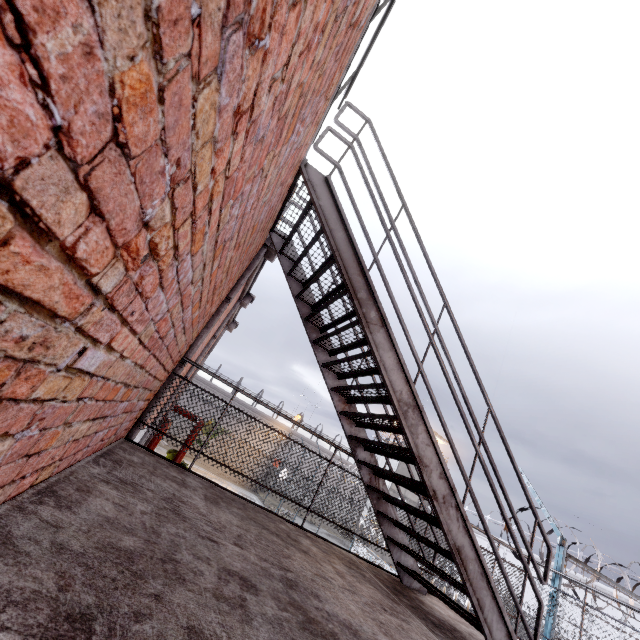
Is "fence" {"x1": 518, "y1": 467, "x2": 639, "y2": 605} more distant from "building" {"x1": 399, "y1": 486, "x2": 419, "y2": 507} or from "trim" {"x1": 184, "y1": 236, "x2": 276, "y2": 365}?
"building" {"x1": 399, "y1": 486, "x2": 419, "y2": 507}

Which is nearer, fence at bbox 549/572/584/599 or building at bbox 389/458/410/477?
fence at bbox 549/572/584/599

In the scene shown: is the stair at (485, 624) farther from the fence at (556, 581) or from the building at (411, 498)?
the building at (411, 498)

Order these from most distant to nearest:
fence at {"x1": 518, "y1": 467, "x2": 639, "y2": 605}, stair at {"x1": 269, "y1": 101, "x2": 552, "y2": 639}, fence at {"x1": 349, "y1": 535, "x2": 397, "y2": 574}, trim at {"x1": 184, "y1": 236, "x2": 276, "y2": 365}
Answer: fence at {"x1": 349, "y1": 535, "x2": 397, "y2": 574} < fence at {"x1": 518, "y1": 467, "x2": 639, "y2": 605} < trim at {"x1": 184, "y1": 236, "x2": 276, "y2": 365} < stair at {"x1": 269, "y1": 101, "x2": 552, "y2": 639}

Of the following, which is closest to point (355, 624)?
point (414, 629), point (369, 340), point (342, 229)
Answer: point (414, 629)

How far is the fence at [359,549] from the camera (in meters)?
13.51

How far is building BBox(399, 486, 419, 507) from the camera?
36.8m
